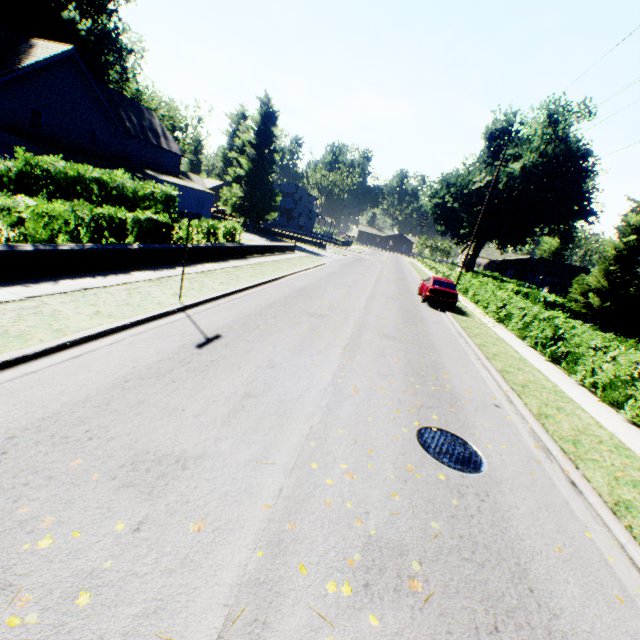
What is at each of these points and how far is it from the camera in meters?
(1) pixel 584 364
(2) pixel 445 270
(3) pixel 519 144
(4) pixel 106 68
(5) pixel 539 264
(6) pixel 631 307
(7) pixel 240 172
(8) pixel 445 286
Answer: (1) hedge, 11.8
(2) hedge, 41.9
(3) plant, 38.4
(4) plant, 34.9
(5) house, 43.4
(6) tree, 28.0
(7) plant, 40.2
(8) car, 18.9

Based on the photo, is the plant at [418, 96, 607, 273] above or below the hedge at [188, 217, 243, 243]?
above

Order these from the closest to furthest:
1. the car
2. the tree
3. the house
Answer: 1. the car
2. the tree
3. the house

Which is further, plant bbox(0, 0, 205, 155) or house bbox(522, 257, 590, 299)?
house bbox(522, 257, 590, 299)

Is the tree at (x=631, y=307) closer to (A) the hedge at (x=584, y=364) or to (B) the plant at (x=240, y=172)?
(A) the hedge at (x=584, y=364)

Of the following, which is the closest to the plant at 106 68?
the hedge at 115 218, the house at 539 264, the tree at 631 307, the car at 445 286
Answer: the tree at 631 307

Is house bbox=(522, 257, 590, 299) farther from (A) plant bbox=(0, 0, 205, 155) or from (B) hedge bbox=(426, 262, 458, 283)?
(B) hedge bbox=(426, 262, 458, 283)
